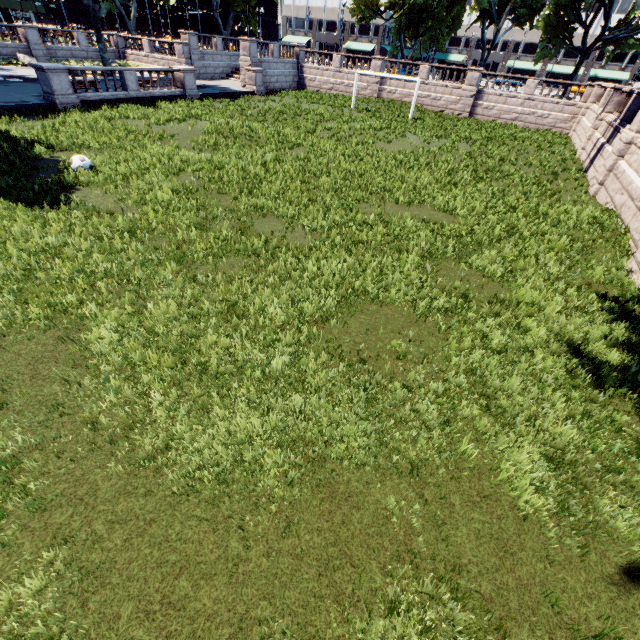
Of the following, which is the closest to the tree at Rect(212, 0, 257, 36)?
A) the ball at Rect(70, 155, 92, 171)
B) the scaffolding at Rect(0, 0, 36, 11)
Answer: the ball at Rect(70, 155, 92, 171)

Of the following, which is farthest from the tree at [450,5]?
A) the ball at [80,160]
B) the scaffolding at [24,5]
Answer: the scaffolding at [24,5]

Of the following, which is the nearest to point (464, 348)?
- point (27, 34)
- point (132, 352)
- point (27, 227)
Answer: point (132, 352)

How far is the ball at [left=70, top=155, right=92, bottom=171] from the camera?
11.5 meters

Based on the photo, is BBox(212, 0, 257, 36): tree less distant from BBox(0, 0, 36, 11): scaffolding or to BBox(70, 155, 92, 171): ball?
BBox(70, 155, 92, 171): ball

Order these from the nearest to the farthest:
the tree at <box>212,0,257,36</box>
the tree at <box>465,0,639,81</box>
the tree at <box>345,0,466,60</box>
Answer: the tree at <box>465,0,639,81</box> < the tree at <box>345,0,466,60</box> < the tree at <box>212,0,257,36</box>

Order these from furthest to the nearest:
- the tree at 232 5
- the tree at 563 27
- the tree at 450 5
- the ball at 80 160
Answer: the tree at 232 5
the tree at 450 5
the tree at 563 27
the ball at 80 160
